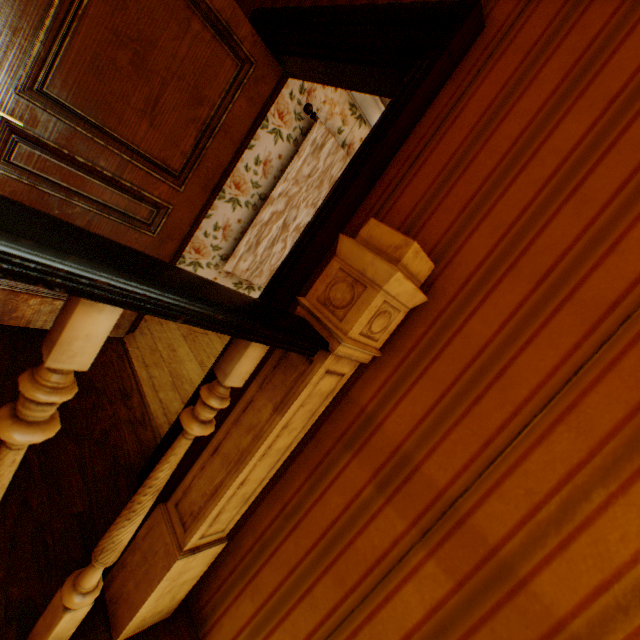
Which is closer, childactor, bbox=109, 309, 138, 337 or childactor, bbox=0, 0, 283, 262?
childactor, bbox=0, 0, 283, 262

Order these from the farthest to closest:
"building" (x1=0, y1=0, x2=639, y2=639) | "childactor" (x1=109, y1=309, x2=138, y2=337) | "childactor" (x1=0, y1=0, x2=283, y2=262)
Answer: "childactor" (x1=109, y1=309, x2=138, y2=337), "childactor" (x1=0, y1=0, x2=283, y2=262), "building" (x1=0, y1=0, x2=639, y2=639)

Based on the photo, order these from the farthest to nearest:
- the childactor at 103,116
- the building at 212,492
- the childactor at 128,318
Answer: the childactor at 128,318, the childactor at 103,116, the building at 212,492

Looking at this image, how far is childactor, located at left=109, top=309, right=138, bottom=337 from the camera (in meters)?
2.41

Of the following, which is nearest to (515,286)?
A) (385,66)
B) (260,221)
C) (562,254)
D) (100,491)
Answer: (562,254)

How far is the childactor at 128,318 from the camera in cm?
241

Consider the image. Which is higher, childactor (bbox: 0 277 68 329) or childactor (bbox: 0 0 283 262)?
childactor (bbox: 0 0 283 262)
